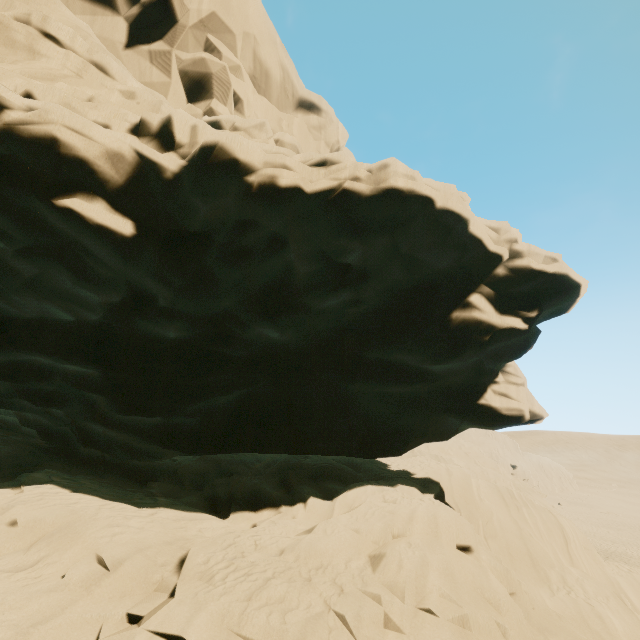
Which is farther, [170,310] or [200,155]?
[170,310]
